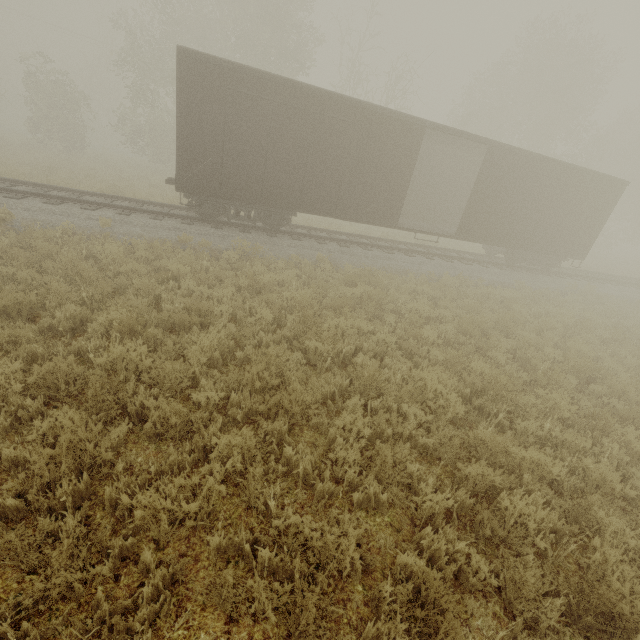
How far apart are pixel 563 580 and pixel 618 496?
1.58m

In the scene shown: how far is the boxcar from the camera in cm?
945

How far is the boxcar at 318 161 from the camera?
9.45m
